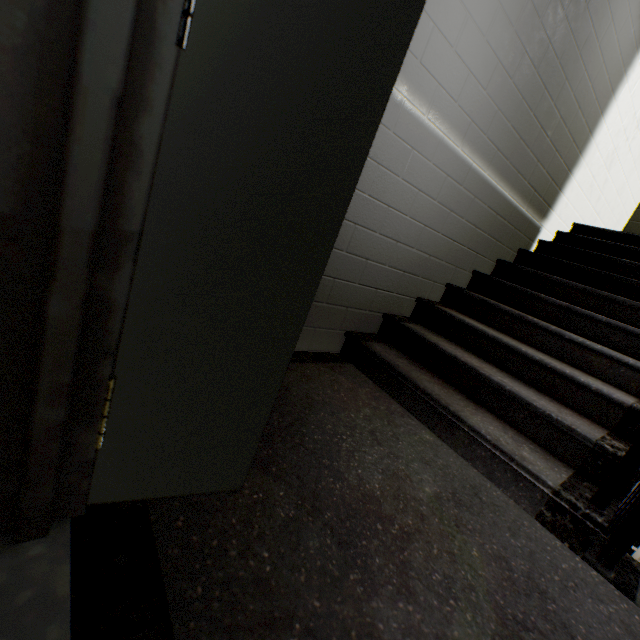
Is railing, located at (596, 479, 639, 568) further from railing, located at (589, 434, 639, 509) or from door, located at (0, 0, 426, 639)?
door, located at (0, 0, 426, 639)

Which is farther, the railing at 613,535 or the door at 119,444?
the railing at 613,535

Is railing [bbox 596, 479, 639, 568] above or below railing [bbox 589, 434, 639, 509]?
below

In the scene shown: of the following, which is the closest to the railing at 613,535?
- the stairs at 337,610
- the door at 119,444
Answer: the stairs at 337,610

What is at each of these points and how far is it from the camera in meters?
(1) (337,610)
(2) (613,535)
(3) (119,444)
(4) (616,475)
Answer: (1) stairs, 0.7 m
(2) railing, 1.2 m
(3) door, 0.7 m
(4) railing, 1.2 m

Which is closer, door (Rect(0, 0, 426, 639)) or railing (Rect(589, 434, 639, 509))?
door (Rect(0, 0, 426, 639))

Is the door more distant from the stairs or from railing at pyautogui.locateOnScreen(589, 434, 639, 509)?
railing at pyautogui.locateOnScreen(589, 434, 639, 509)

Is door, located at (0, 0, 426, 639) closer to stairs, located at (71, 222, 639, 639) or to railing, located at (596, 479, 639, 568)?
stairs, located at (71, 222, 639, 639)
